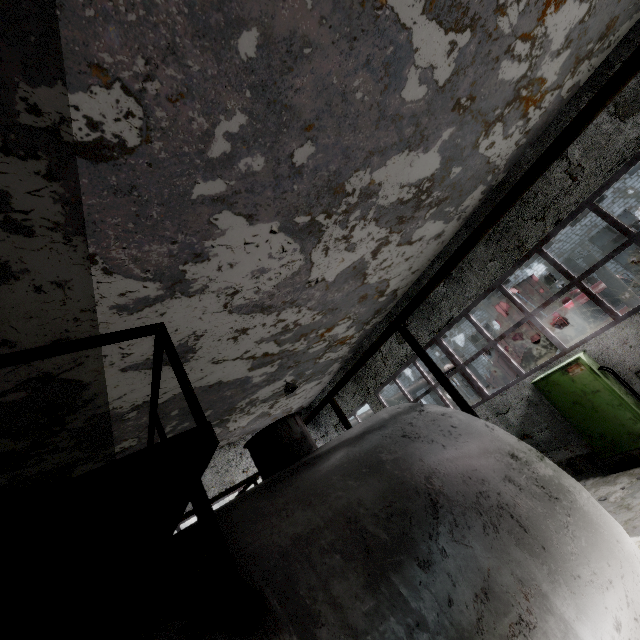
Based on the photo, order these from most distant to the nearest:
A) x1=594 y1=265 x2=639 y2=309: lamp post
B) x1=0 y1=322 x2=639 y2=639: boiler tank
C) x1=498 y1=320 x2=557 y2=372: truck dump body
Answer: x1=498 y1=320 x2=557 y2=372: truck dump body
x1=594 y1=265 x2=639 y2=309: lamp post
x1=0 y1=322 x2=639 y2=639: boiler tank

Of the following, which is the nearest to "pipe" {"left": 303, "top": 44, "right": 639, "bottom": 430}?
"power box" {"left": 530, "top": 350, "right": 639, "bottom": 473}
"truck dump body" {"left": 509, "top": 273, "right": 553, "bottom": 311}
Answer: "truck dump body" {"left": 509, "top": 273, "right": 553, "bottom": 311}

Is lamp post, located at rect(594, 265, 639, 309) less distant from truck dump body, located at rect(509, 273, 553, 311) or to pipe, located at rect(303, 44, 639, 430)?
truck dump body, located at rect(509, 273, 553, 311)

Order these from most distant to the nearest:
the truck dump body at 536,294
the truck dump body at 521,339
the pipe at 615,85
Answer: the truck dump body at 536,294 → the truck dump body at 521,339 → the pipe at 615,85

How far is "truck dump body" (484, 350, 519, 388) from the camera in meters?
17.5

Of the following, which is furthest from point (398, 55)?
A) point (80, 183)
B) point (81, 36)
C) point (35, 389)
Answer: Result: point (35, 389)

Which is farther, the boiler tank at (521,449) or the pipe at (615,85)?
the pipe at (615,85)

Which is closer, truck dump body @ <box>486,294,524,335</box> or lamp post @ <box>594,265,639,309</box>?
lamp post @ <box>594,265,639,309</box>
